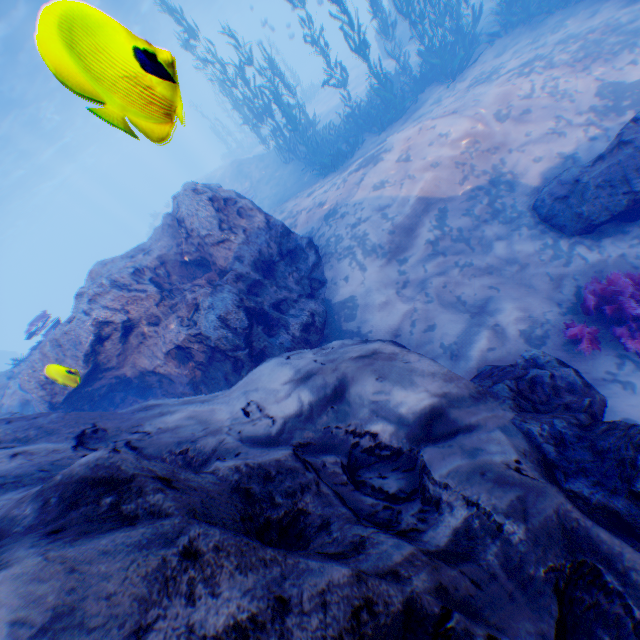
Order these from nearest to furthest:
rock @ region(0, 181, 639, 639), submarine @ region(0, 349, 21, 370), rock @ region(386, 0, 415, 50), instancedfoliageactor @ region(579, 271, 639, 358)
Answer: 1. rock @ region(0, 181, 639, 639)
2. instancedfoliageactor @ region(579, 271, 639, 358)
3. rock @ region(386, 0, 415, 50)
4. submarine @ region(0, 349, 21, 370)

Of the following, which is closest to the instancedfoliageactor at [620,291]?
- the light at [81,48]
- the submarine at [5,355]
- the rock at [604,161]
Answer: the rock at [604,161]

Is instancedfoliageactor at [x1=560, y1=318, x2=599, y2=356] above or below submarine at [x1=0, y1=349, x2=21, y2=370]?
below

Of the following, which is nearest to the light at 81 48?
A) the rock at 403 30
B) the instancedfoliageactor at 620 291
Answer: the rock at 403 30

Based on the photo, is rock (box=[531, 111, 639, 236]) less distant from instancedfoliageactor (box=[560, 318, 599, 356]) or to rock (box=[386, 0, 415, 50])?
instancedfoliageactor (box=[560, 318, 599, 356])

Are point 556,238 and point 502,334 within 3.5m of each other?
yes

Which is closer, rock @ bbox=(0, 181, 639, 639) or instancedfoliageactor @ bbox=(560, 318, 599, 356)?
rock @ bbox=(0, 181, 639, 639)

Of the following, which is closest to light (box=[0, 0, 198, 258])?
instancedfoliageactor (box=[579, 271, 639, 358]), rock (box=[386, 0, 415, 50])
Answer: rock (box=[386, 0, 415, 50])
